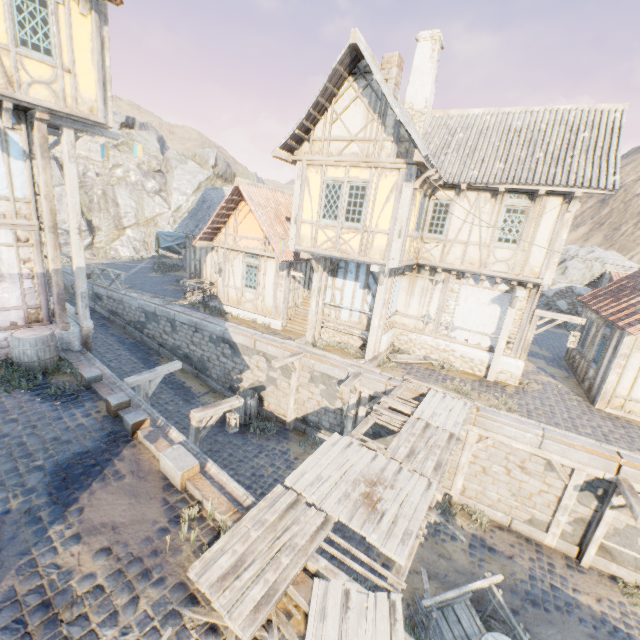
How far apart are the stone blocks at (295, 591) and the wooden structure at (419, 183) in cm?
972

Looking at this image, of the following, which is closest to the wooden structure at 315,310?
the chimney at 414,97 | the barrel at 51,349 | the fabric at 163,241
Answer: the barrel at 51,349

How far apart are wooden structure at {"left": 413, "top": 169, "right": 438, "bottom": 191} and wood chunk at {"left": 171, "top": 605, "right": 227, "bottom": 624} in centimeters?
1010cm

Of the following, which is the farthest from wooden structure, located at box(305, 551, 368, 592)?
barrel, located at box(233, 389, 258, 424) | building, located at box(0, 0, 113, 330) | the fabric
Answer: the fabric

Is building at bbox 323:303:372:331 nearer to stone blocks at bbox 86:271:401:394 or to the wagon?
stone blocks at bbox 86:271:401:394

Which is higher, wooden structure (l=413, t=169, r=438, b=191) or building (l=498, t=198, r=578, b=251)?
wooden structure (l=413, t=169, r=438, b=191)

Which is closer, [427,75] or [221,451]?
[221,451]

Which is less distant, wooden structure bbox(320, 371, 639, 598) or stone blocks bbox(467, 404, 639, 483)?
wooden structure bbox(320, 371, 639, 598)
